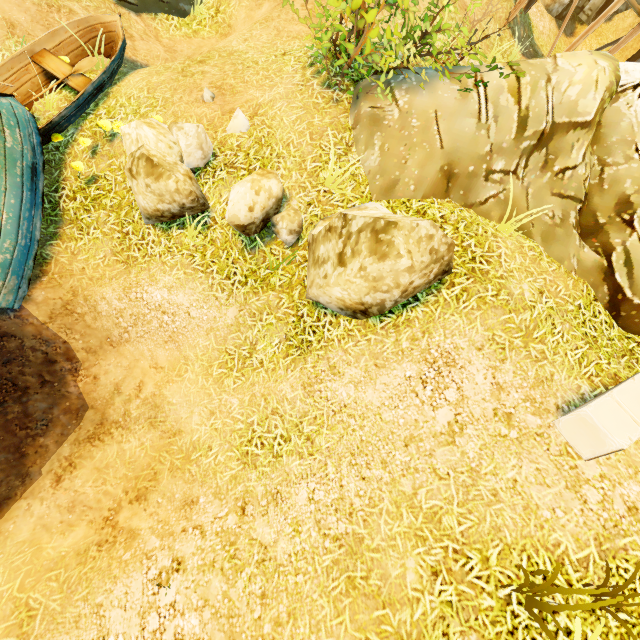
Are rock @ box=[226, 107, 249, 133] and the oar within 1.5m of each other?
no

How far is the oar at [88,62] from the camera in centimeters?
607cm

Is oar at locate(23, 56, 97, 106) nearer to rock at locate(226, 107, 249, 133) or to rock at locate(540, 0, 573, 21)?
rock at locate(226, 107, 249, 133)

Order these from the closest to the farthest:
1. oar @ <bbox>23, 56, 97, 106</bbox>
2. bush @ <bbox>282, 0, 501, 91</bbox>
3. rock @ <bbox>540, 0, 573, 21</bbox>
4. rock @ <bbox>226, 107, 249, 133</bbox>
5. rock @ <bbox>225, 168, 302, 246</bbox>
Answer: bush @ <bbox>282, 0, 501, 91</bbox>
rock @ <bbox>225, 168, 302, 246</bbox>
rock @ <bbox>226, 107, 249, 133</bbox>
oar @ <bbox>23, 56, 97, 106</bbox>
rock @ <bbox>540, 0, 573, 21</bbox>

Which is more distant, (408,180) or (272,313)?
(272,313)

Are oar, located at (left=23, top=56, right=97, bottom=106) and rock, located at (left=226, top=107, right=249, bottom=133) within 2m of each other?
no

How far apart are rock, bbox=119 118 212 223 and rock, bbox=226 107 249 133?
0.29m

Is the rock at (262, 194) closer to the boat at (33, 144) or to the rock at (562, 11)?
the boat at (33, 144)
